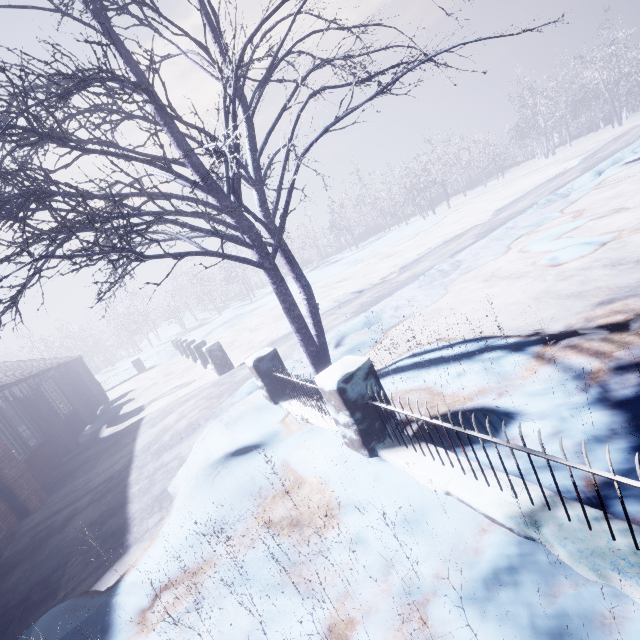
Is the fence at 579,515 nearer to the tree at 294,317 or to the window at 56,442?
the tree at 294,317

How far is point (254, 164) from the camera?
4.4 meters

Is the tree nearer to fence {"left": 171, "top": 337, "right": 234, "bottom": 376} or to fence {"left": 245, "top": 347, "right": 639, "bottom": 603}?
fence {"left": 245, "top": 347, "right": 639, "bottom": 603}

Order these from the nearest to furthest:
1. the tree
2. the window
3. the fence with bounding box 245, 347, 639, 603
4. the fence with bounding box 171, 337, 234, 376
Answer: the fence with bounding box 245, 347, 639, 603 < the tree < the window < the fence with bounding box 171, 337, 234, 376

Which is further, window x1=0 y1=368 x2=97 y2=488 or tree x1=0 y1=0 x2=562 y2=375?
window x1=0 y1=368 x2=97 y2=488

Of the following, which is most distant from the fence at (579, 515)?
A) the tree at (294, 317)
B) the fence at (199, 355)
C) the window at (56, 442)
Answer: the window at (56, 442)

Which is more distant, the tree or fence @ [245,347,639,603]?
the tree

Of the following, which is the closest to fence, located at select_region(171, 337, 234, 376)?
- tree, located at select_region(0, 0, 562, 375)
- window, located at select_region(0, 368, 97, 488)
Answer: tree, located at select_region(0, 0, 562, 375)
